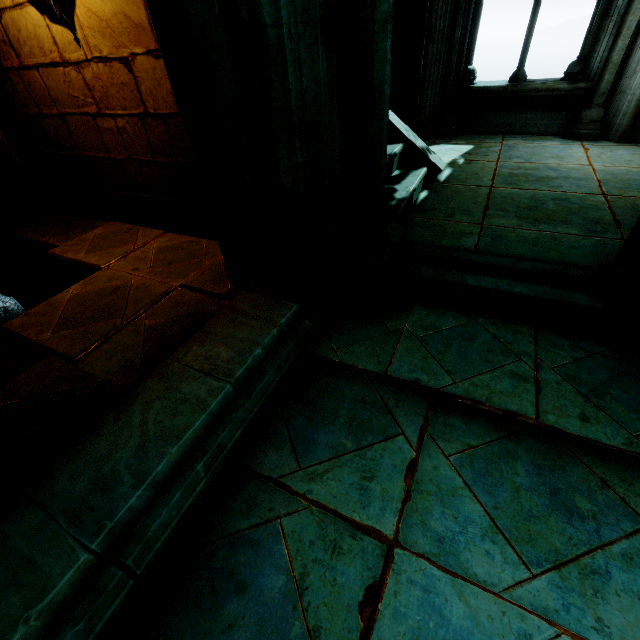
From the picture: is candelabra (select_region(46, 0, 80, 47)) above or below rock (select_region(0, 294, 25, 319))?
above

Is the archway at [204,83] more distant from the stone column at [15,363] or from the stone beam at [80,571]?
the stone column at [15,363]

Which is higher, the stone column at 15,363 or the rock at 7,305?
the stone column at 15,363

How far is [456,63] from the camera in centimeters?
542cm

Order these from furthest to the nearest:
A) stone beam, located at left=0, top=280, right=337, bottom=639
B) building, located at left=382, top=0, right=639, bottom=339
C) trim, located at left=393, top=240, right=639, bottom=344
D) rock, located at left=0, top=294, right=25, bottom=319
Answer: rock, located at left=0, top=294, right=25, bottom=319 < building, located at left=382, top=0, right=639, bottom=339 < trim, located at left=393, top=240, right=639, bottom=344 < stone beam, located at left=0, top=280, right=337, bottom=639

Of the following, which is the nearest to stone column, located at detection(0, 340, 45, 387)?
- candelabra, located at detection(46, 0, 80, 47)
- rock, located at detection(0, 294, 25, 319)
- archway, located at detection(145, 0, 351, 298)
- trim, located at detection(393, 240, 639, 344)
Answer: rock, located at detection(0, 294, 25, 319)

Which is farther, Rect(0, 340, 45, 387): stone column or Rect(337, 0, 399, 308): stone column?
Rect(0, 340, 45, 387): stone column

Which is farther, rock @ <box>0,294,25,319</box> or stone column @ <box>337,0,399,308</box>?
rock @ <box>0,294,25,319</box>
